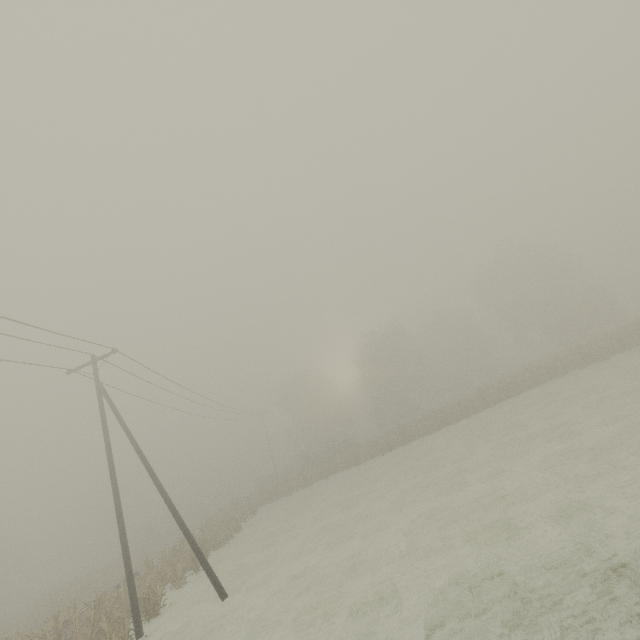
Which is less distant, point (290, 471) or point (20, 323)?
point (20, 323)
